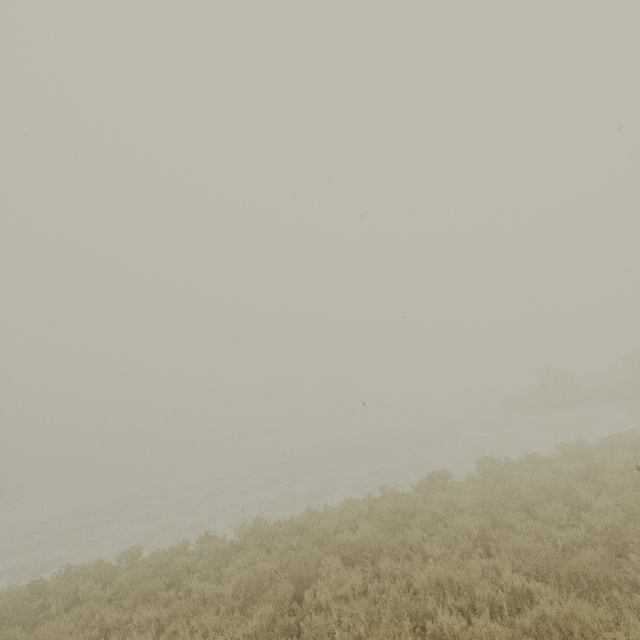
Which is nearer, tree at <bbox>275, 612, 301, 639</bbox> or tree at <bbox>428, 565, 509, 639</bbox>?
tree at <bbox>428, 565, 509, 639</bbox>

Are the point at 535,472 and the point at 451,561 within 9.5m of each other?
yes

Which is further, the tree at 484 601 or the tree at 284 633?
the tree at 284 633
